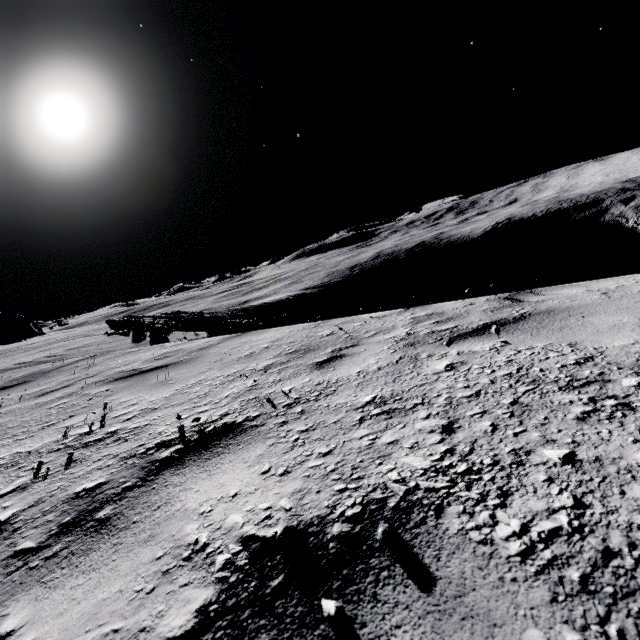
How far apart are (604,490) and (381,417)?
0.8 meters
